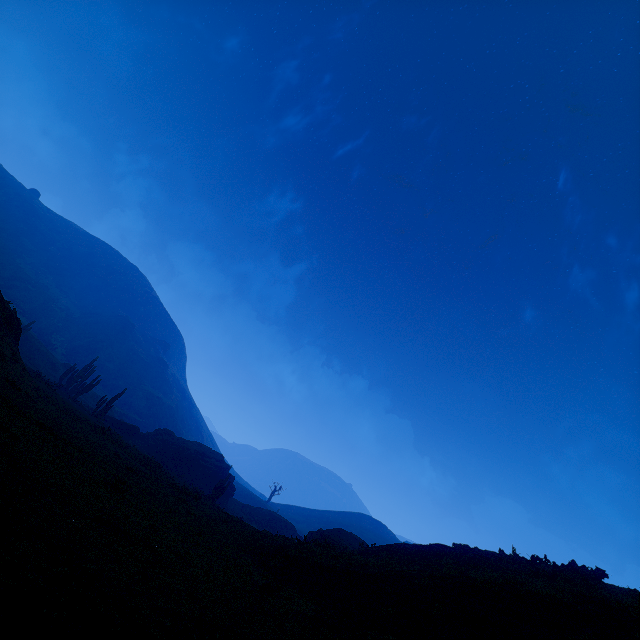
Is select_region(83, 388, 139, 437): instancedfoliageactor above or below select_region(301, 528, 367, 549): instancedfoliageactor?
below

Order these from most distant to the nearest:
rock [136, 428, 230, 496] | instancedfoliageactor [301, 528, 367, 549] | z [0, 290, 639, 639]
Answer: rock [136, 428, 230, 496] → instancedfoliageactor [301, 528, 367, 549] → z [0, 290, 639, 639]

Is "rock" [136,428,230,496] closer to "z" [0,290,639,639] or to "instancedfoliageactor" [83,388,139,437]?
"instancedfoliageactor" [83,388,139,437]

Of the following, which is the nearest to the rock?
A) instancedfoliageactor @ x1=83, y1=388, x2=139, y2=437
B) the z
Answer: instancedfoliageactor @ x1=83, y1=388, x2=139, y2=437

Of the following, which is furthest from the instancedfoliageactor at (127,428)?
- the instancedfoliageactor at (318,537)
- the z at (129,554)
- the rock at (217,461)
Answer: the instancedfoliageactor at (318,537)

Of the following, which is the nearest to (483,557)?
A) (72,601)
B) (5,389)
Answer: (72,601)

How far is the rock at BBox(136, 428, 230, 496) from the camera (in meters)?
39.88

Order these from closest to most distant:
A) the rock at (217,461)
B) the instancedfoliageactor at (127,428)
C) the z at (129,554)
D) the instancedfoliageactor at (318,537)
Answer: the z at (129,554), the instancedfoliageactor at (318,537), the instancedfoliageactor at (127,428), the rock at (217,461)
